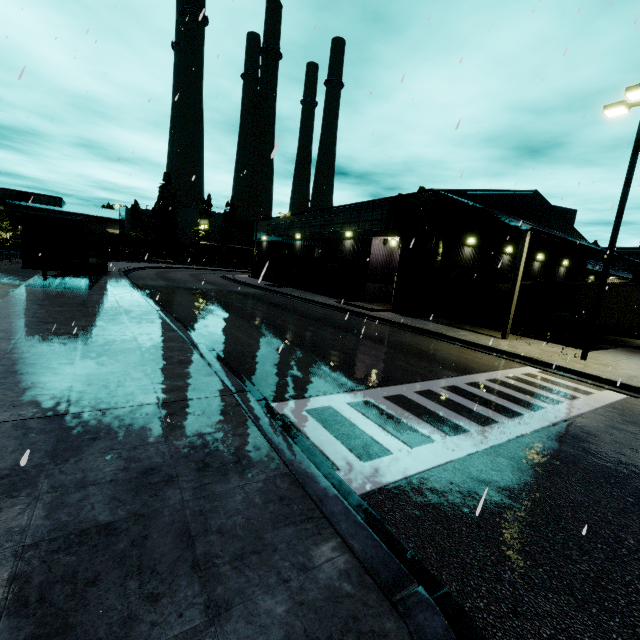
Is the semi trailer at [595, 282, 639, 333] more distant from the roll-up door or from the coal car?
the roll-up door

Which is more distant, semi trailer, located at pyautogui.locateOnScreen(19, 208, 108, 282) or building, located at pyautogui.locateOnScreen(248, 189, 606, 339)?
building, located at pyautogui.locateOnScreen(248, 189, 606, 339)

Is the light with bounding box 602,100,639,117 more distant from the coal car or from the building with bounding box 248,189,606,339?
the coal car

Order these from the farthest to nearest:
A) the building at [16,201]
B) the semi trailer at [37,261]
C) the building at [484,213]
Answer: the building at [16,201], the building at [484,213], the semi trailer at [37,261]

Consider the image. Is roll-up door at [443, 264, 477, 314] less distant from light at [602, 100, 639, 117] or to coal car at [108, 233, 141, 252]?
light at [602, 100, 639, 117]

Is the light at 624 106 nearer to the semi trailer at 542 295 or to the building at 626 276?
the building at 626 276

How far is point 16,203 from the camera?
56.09m

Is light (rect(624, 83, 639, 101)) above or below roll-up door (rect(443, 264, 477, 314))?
above
